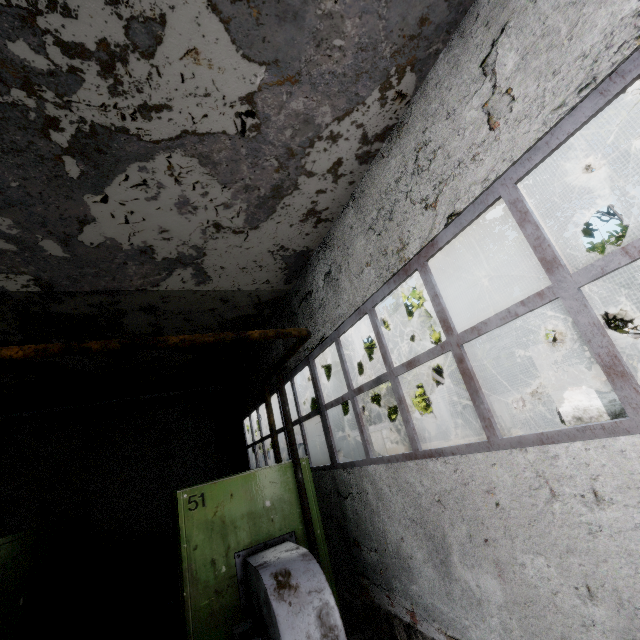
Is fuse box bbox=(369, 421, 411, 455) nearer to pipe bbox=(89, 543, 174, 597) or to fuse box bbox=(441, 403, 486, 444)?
pipe bbox=(89, 543, 174, 597)

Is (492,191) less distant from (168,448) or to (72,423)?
(168,448)

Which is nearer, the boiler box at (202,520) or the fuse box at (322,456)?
the boiler box at (202,520)

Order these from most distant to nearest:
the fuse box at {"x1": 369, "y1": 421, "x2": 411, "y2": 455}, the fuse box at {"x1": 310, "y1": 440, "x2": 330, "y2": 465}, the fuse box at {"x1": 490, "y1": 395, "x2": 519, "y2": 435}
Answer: the fuse box at {"x1": 490, "y1": 395, "x2": 519, "y2": 435}, the fuse box at {"x1": 369, "y1": 421, "x2": 411, "y2": 455}, the fuse box at {"x1": 310, "y1": 440, "x2": 330, "y2": 465}

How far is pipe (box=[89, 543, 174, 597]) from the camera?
9.78m

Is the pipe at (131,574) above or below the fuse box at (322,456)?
below

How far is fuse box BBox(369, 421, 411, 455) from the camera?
17.1 meters

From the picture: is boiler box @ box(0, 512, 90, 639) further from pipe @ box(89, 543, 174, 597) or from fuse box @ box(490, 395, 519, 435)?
fuse box @ box(490, 395, 519, 435)
